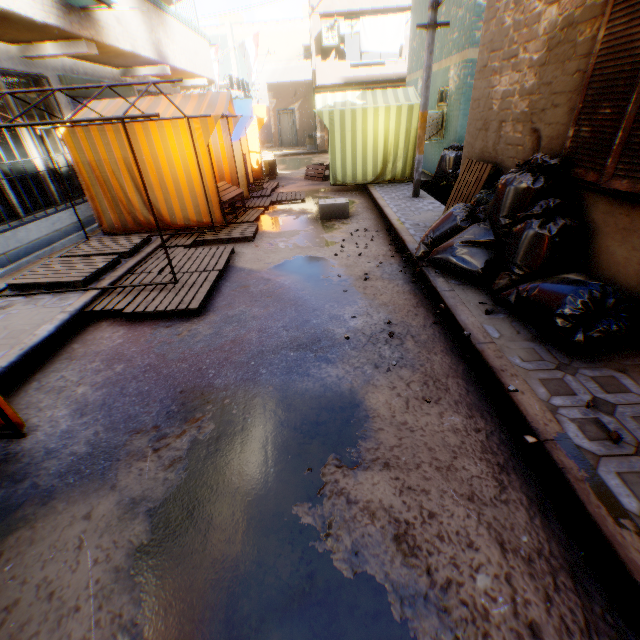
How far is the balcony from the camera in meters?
17.2 m

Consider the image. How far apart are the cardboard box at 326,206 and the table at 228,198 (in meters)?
1.26

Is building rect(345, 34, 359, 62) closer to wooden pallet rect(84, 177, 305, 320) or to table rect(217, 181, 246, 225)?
wooden pallet rect(84, 177, 305, 320)

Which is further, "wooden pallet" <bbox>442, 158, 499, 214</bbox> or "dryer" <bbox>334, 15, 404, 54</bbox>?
"dryer" <bbox>334, 15, 404, 54</bbox>

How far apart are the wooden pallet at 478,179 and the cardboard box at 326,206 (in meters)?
1.80

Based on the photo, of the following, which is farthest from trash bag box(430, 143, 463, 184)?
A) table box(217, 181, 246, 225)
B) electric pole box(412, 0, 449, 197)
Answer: table box(217, 181, 246, 225)

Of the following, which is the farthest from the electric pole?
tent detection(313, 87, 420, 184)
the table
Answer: the table

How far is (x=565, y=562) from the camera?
1.8m
